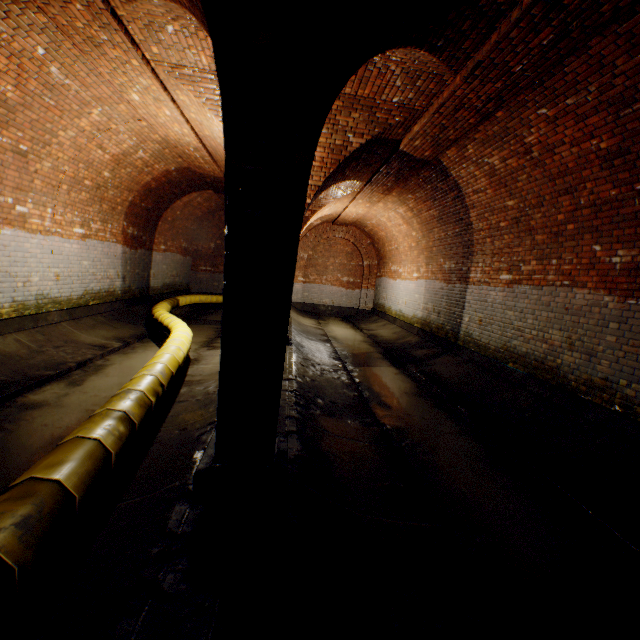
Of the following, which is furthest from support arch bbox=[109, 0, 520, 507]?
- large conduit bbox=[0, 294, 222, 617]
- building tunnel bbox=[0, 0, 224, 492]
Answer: large conduit bbox=[0, 294, 222, 617]

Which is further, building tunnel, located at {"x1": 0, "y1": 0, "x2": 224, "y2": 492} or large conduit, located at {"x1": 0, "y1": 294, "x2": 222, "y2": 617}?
building tunnel, located at {"x1": 0, "y1": 0, "x2": 224, "y2": 492}

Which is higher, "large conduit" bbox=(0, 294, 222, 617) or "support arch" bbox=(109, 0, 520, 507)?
"support arch" bbox=(109, 0, 520, 507)

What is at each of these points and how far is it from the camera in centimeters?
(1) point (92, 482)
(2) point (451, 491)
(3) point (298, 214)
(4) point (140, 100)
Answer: (1) large conduit, 214cm
(2) building tunnel, 340cm
(3) support arch, 202cm
(4) building tunnel, 554cm

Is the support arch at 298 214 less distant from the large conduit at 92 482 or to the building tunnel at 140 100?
the building tunnel at 140 100

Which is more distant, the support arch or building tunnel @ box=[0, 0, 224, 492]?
building tunnel @ box=[0, 0, 224, 492]
